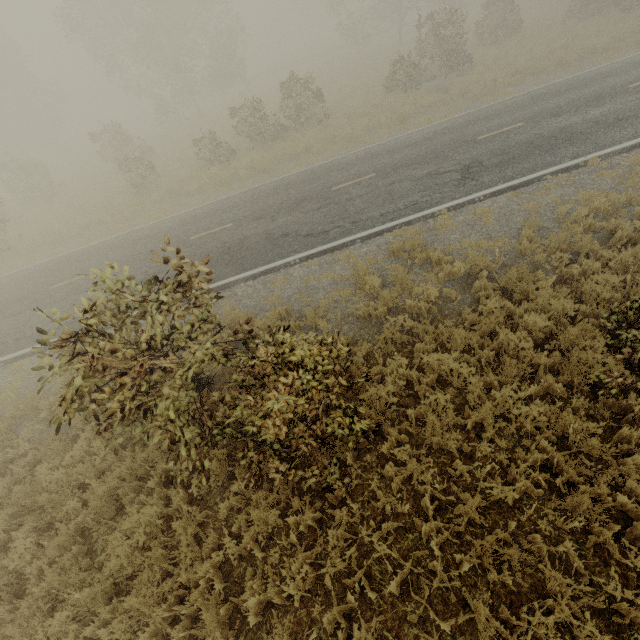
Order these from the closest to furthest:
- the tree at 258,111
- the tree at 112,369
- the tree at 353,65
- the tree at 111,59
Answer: the tree at 112,369, the tree at 258,111, the tree at 111,59, the tree at 353,65

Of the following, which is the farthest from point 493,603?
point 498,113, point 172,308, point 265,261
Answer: point 498,113

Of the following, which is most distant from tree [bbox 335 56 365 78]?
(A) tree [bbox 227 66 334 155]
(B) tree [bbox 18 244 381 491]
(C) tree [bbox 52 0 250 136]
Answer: (B) tree [bbox 18 244 381 491]

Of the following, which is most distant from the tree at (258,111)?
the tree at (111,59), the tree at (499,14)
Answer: the tree at (111,59)

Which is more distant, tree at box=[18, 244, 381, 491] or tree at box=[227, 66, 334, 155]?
tree at box=[227, 66, 334, 155]

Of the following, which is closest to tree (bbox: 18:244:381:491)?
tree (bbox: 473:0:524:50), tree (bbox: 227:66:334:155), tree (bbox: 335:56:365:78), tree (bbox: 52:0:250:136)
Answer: tree (bbox: 227:66:334:155)

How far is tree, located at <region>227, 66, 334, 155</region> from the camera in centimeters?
1825cm

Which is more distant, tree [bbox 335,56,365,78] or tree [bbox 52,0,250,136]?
tree [bbox 335,56,365,78]
